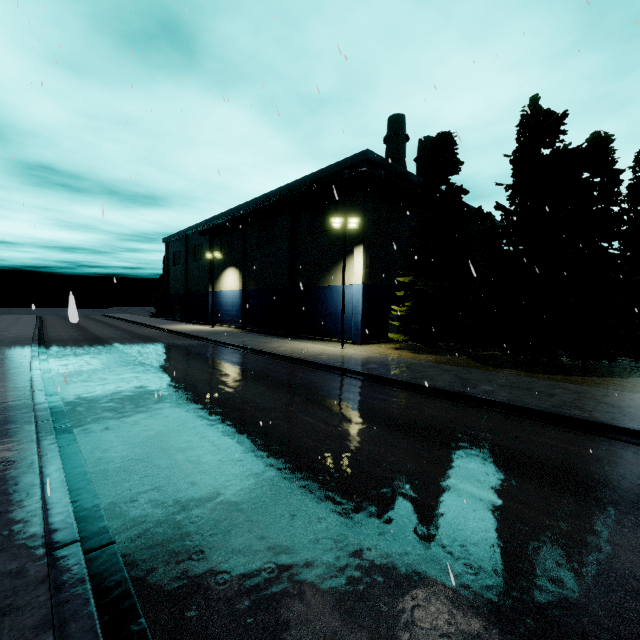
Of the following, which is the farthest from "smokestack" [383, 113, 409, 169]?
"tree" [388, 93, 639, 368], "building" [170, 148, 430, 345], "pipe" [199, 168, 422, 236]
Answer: "pipe" [199, 168, 422, 236]

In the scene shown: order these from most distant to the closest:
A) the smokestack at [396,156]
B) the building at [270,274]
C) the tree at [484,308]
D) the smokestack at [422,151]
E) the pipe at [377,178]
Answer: the smokestack at [422,151], the smokestack at [396,156], the building at [270,274], the pipe at [377,178], the tree at [484,308]

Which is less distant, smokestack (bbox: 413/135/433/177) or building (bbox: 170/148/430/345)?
building (bbox: 170/148/430/345)

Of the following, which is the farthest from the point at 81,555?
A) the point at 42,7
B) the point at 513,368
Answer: the point at 513,368

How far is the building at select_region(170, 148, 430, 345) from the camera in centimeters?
2756cm

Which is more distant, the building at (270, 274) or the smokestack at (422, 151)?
the smokestack at (422, 151)

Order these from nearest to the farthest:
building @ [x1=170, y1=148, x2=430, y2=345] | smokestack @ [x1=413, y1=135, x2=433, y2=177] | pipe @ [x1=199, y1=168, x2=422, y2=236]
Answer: pipe @ [x1=199, y1=168, x2=422, y2=236] → building @ [x1=170, y1=148, x2=430, y2=345] → smokestack @ [x1=413, y1=135, x2=433, y2=177]
